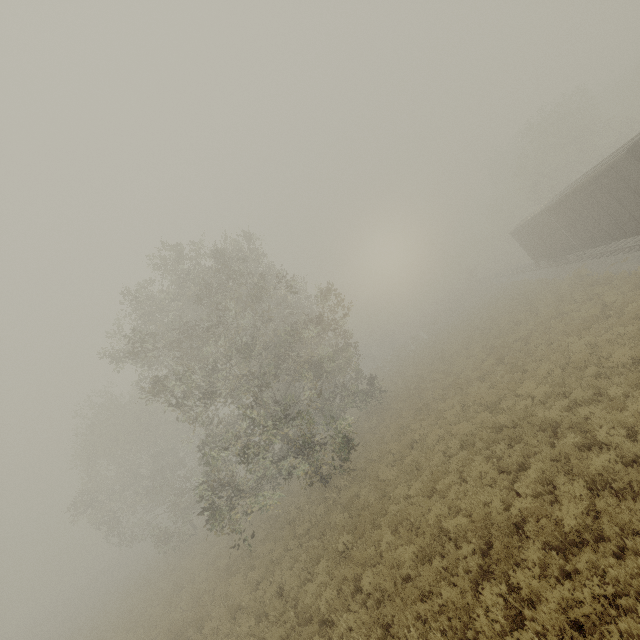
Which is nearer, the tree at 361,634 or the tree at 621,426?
the tree at 621,426

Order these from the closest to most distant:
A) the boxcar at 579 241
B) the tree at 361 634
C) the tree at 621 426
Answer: the tree at 621 426
the tree at 361 634
the boxcar at 579 241

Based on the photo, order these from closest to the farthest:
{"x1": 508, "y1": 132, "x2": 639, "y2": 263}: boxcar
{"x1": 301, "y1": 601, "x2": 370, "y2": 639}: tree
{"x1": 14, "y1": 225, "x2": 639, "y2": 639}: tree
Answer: {"x1": 14, "y1": 225, "x2": 639, "y2": 639}: tree → {"x1": 301, "y1": 601, "x2": 370, "y2": 639}: tree → {"x1": 508, "y1": 132, "x2": 639, "y2": 263}: boxcar

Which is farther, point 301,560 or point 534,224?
point 534,224

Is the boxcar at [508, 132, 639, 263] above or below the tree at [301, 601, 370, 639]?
above

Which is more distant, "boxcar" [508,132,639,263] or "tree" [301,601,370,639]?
"boxcar" [508,132,639,263]

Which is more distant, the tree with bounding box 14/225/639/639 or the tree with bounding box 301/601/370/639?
the tree with bounding box 301/601/370/639
